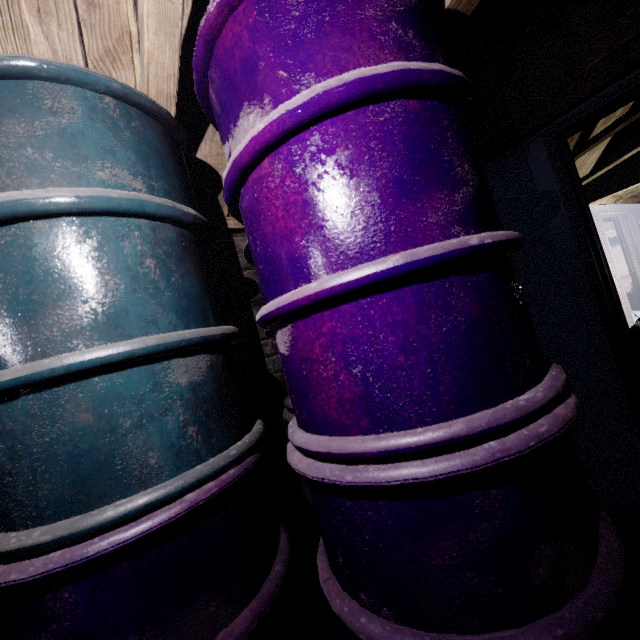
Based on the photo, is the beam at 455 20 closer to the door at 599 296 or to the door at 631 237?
the door at 599 296

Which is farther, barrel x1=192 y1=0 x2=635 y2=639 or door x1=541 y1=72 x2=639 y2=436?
door x1=541 y1=72 x2=639 y2=436

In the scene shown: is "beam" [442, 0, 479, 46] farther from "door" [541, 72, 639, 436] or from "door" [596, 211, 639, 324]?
"door" [596, 211, 639, 324]

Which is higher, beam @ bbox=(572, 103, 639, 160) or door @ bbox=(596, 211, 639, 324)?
beam @ bbox=(572, 103, 639, 160)

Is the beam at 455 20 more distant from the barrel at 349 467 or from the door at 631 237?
the door at 631 237

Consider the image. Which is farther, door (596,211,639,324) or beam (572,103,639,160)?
door (596,211,639,324)

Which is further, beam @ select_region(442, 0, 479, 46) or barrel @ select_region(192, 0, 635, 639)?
beam @ select_region(442, 0, 479, 46)

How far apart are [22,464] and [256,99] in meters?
0.9
